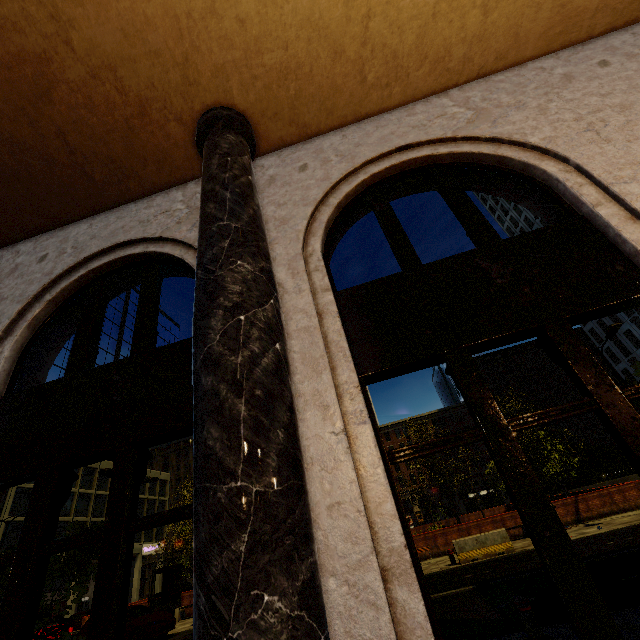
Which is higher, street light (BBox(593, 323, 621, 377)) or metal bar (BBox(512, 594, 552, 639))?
street light (BBox(593, 323, 621, 377))

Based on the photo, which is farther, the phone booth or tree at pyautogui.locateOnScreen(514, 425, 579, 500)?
tree at pyautogui.locateOnScreen(514, 425, 579, 500)

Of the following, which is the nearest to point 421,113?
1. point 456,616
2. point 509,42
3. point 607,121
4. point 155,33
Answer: point 509,42

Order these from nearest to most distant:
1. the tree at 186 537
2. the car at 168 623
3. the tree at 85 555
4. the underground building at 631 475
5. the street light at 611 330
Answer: the tree at 85 555, the car at 168 623, the street light at 611 330, the tree at 186 537, the underground building at 631 475

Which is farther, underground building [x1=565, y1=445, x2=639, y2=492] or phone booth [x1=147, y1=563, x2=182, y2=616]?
underground building [x1=565, y1=445, x2=639, y2=492]

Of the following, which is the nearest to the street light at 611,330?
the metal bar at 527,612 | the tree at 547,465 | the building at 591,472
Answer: the tree at 547,465

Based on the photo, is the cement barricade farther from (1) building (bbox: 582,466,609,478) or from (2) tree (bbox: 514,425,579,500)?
(1) building (bbox: 582,466,609,478)

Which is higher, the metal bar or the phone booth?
the phone booth
